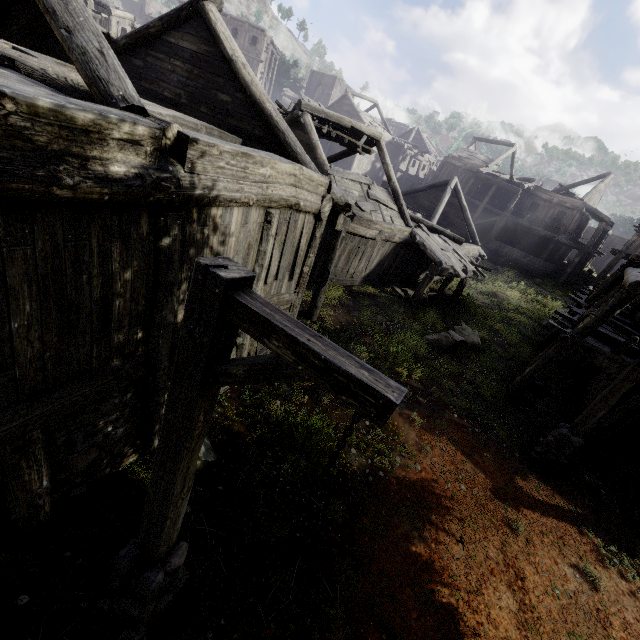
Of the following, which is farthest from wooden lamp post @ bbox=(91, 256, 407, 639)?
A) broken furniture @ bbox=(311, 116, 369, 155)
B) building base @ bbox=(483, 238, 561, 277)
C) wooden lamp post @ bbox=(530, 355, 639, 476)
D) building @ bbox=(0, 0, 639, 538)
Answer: building base @ bbox=(483, 238, 561, 277)

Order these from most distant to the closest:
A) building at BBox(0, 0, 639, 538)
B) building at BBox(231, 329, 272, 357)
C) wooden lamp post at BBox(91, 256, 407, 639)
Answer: building at BBox(231, 329, 272, 357)
building at BBox(0, 0, 639, 538)
wooden lamp post at BBox(91, 256, 407, 639)

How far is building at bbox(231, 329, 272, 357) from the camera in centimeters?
708cm

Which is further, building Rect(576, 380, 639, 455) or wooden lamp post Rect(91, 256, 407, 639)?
building Rect(576, 380, 639, 455)

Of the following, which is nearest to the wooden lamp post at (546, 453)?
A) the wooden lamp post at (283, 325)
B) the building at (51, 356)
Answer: the building at (51, 356)

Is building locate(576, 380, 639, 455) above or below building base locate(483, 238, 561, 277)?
below

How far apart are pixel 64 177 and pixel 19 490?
3.7m

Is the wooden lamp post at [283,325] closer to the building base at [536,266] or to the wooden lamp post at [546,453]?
the wooden lamp post at [546,453]
